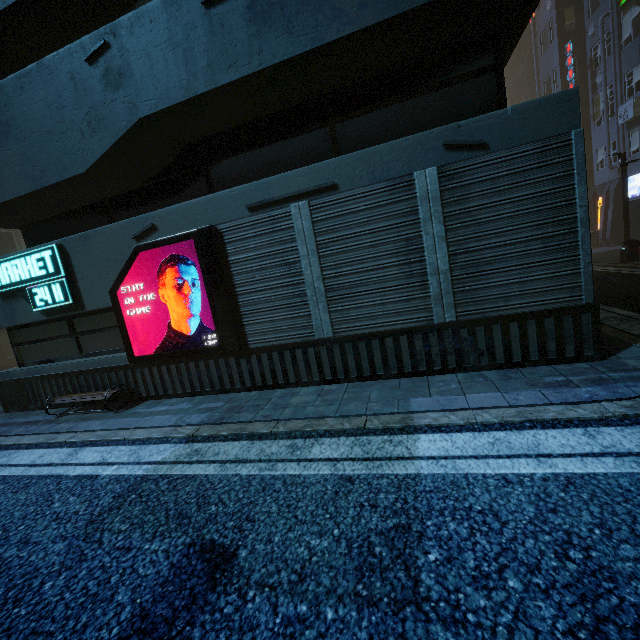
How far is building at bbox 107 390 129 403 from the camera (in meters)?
6.65

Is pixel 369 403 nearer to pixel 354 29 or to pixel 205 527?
pixel 205 527

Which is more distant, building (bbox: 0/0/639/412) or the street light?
the street light

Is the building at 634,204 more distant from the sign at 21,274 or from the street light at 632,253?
the street light at 632,253

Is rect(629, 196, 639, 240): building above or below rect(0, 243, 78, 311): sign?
below

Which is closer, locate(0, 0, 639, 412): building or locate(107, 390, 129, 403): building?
locate(0, 0, 639, 412): building

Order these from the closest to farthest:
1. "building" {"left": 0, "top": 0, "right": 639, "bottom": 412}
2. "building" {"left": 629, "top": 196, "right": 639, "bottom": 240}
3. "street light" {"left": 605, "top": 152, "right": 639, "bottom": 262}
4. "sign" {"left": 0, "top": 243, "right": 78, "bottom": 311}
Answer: "building" {"left": 0, "top": 0, "right": 639, "bottom": 412}
"sign" {"left": 0, "top": 243, "right": 78, "bottom": 311}
"street light" {"left": 605, "top": 152, "right": 639, "bottom": 262}
"building" {"left": 629, "top": 196, "right": 639, "bottom": 240}

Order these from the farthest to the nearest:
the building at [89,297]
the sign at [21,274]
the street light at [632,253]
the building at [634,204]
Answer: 1. the building at [634,204]
2. the street light at [632,253]
3. the sign at [21,274]
4. the building at [89,297]
